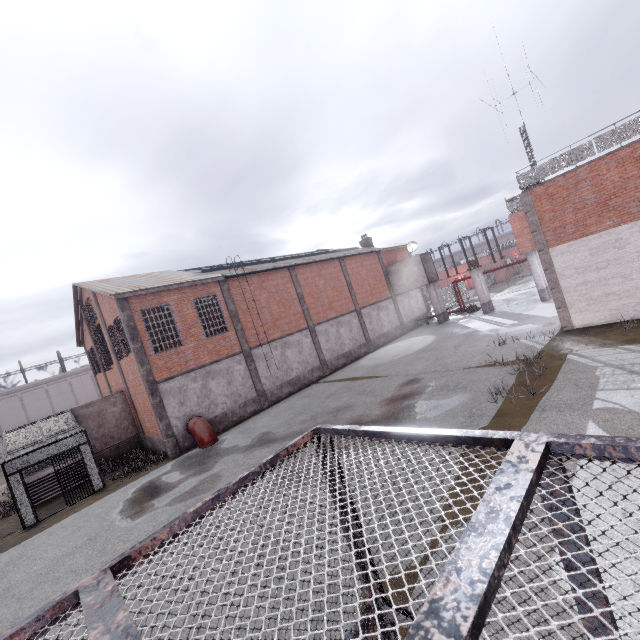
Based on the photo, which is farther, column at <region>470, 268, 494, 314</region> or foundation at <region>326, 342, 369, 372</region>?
column at <region>470, 268, 494, 314</region>

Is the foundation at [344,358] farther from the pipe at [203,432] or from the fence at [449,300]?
the fence at [449,300]

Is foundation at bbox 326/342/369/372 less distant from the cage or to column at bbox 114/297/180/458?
the cage

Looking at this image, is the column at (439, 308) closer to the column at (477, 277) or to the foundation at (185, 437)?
the column at (477, 277)

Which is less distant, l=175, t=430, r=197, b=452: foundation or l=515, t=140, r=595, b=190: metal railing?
l=515, t=140, r=595, b=190: metal railing

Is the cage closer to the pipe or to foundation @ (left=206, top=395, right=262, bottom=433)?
the pipe

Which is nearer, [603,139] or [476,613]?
[476,613]

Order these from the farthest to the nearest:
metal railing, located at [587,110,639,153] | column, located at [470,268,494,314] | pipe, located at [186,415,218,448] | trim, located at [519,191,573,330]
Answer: column, located at [470,268,494,314] < pipe, located at [186,415,218,448] < trim, located at [519,191,573,330] < metal railing, located at [587,110,639,153]
